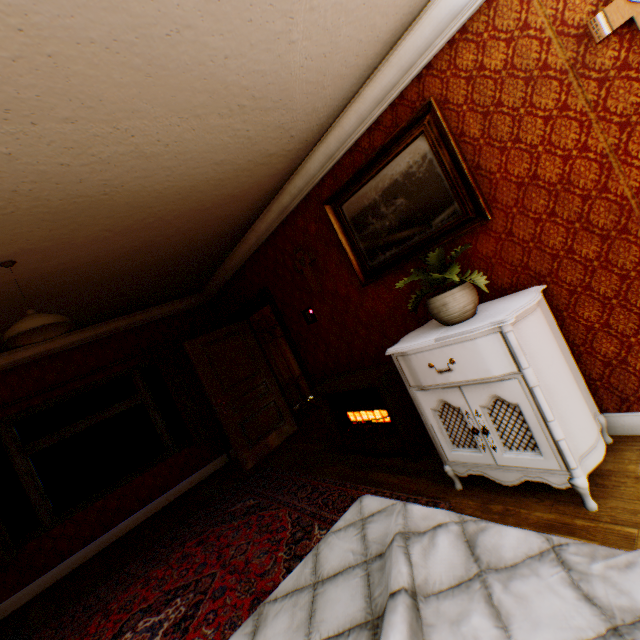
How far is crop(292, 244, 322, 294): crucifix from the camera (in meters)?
3.88

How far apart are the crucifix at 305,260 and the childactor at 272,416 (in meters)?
2.13

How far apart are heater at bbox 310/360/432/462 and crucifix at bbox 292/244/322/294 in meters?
1.1 m

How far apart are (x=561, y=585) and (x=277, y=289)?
4.27m

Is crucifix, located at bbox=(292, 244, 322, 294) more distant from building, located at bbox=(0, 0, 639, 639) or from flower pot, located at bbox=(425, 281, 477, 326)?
flower pot, located at bbox=(425, 281, 477, 326)

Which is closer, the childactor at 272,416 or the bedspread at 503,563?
the bedspread at 503,563

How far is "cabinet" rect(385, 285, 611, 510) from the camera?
1.8 meters

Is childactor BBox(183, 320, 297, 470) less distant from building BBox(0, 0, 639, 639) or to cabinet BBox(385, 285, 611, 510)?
building BBox(0, 0, 639, 639)
